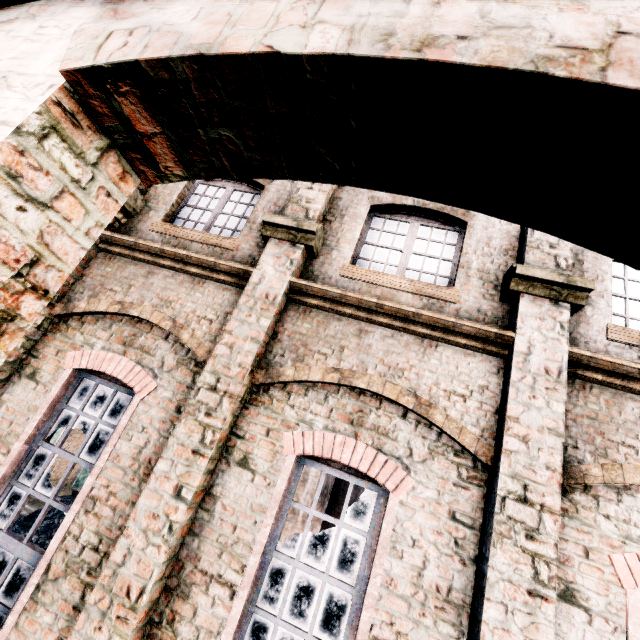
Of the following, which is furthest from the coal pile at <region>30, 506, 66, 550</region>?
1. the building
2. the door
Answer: the door

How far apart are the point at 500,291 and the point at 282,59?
5.79m

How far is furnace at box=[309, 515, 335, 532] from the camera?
17.06m

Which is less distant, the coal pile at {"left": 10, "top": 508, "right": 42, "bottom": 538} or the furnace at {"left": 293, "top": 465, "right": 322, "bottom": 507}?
the coal pile at {"left": 10, "top": 508, "right": 42, "bottom": 538}

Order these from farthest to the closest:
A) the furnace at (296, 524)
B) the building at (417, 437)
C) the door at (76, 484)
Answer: the door at (76, 484) → the furnace at (296, 524) → the building at (417, 437)

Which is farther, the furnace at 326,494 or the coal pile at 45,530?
the furnace at 326,494

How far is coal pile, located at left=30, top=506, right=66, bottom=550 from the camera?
12.2m

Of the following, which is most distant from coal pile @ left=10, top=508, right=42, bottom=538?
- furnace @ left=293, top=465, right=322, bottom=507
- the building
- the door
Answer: the door
